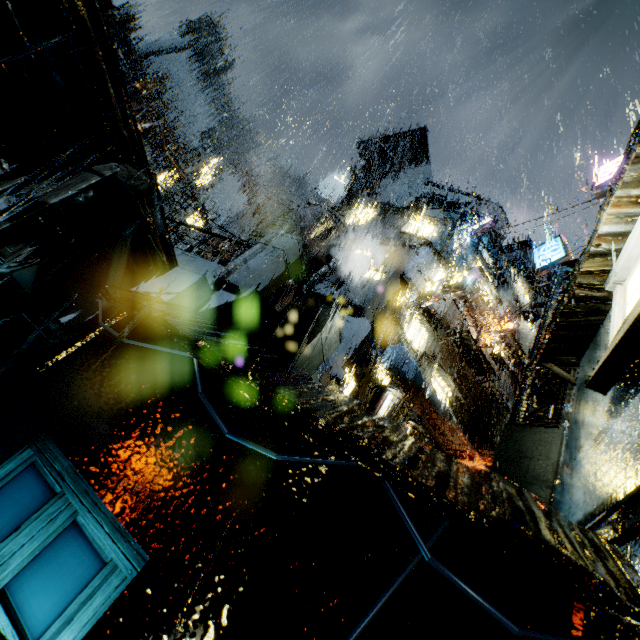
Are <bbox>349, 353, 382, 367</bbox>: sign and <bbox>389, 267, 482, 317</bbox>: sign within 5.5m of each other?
yes

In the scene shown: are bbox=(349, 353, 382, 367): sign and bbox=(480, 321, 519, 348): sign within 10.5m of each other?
no

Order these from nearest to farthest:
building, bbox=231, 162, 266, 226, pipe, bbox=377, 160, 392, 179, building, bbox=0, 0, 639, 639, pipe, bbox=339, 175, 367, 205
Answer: building, bbox=0, 0, 639, 639, pipe, bbox=339, 175, 367, 205, pipe, bbox=377, 160, 392, 179, building, bbox=231, 162, 266, 226

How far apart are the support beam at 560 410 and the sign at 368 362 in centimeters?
695cm

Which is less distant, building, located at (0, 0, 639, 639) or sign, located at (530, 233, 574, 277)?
building, located at (0, 0, 639, 639)

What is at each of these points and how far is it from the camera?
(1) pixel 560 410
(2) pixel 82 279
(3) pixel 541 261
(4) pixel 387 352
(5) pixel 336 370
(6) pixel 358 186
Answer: (1) support beam, 6.64m
(2) bridge, 7.48m
(3) sign, 12.36m
(4) cloth, 15.36m
(5) cloth, 14.84m
(6) pipe, 33.03m

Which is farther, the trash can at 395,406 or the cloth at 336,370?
the cloth at 336,370

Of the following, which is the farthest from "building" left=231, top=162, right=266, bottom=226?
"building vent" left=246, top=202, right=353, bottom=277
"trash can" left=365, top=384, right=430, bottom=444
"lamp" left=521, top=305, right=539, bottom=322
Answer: "lamp" left=521, top=305, right=539, bottom=322
